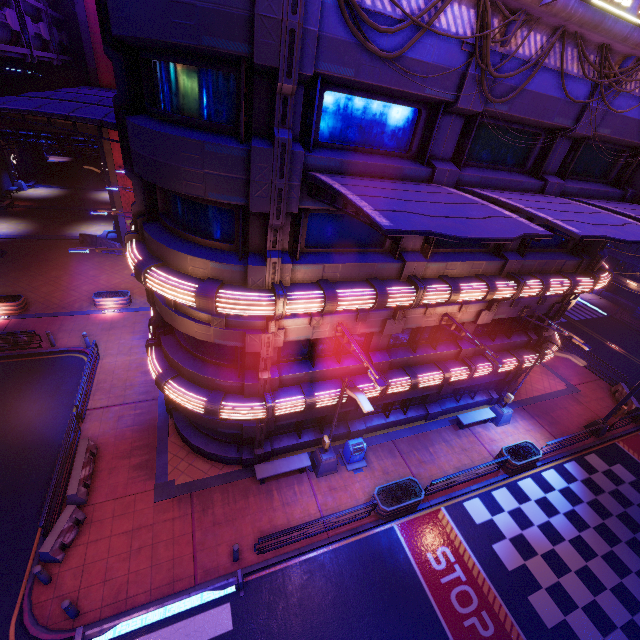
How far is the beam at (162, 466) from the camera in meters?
13.8

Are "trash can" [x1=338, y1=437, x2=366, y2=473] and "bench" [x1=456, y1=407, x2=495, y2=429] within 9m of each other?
yes

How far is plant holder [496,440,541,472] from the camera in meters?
16.2

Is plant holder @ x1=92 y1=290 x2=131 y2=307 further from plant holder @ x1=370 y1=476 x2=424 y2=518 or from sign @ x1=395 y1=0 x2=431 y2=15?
Result: sign @ x1=395 y1=0 x2=431 y2=15

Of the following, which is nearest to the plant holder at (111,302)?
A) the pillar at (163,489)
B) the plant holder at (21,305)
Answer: the plant holder at (21,305)

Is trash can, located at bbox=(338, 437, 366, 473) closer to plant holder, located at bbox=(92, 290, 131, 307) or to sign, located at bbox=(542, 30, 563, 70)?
sign, located at bbox=(542, 30, 563, 70)

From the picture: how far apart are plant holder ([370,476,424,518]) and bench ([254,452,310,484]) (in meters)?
2.93

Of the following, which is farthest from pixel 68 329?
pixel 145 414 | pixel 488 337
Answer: pixel 488 337
